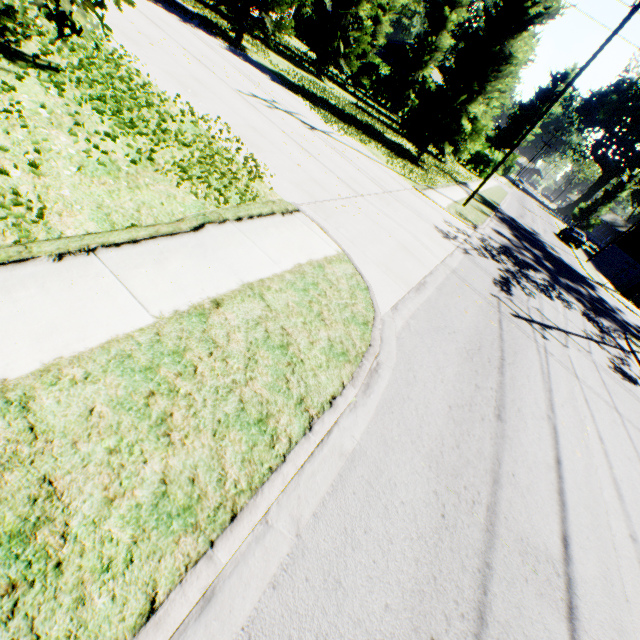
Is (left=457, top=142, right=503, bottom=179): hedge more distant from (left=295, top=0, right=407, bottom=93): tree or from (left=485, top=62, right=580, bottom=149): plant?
(left=485, top=62, right=580, bottom=149): plant

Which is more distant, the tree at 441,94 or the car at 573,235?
the car at 573,235

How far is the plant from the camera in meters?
52.6 m

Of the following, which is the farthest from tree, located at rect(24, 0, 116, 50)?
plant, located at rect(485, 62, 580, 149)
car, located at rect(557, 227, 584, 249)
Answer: plant, located at rect(485, 62, 580, 149)

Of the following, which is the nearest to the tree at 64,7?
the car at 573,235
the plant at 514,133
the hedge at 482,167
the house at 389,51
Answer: the hedge at 482,167

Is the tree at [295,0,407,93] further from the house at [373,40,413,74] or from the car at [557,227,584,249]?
the car at [557,227,584,249]

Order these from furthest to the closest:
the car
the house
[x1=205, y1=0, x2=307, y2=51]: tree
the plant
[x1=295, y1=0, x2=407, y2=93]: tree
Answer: the plant
the house
the car
[x1=295, y1=0, x2=407, y2=93]: tree
[x1=205, y1=0, x2=307, y2=51]: tree

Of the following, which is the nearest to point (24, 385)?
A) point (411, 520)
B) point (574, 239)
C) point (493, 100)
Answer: point (411, 520)
